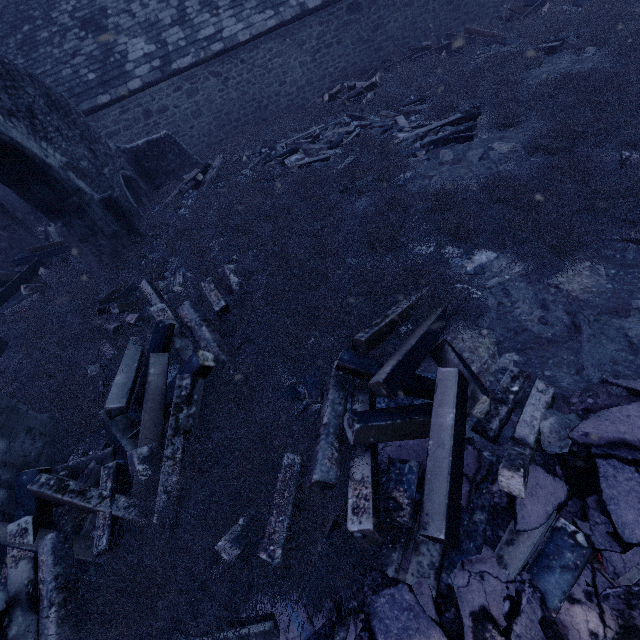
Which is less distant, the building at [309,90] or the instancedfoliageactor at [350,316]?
the instancedfoliageactor at [350,316]

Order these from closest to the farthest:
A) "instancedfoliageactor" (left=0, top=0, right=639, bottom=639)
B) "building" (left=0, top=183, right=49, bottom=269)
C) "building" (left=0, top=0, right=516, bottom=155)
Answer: "instancedfoliageactor" (left=0, top=0, right=639, bottom=639) < "building" (left=0, top=183, right=49, bottom=269) < "building" (left=0, top=0, right=516, bottom=155)

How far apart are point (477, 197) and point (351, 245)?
1.9m

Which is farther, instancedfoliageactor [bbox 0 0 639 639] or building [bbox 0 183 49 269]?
building [bbox 0 183 49 269]

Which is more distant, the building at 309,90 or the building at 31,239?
the building at 309,90

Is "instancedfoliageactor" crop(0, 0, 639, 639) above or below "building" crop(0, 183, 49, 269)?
below
